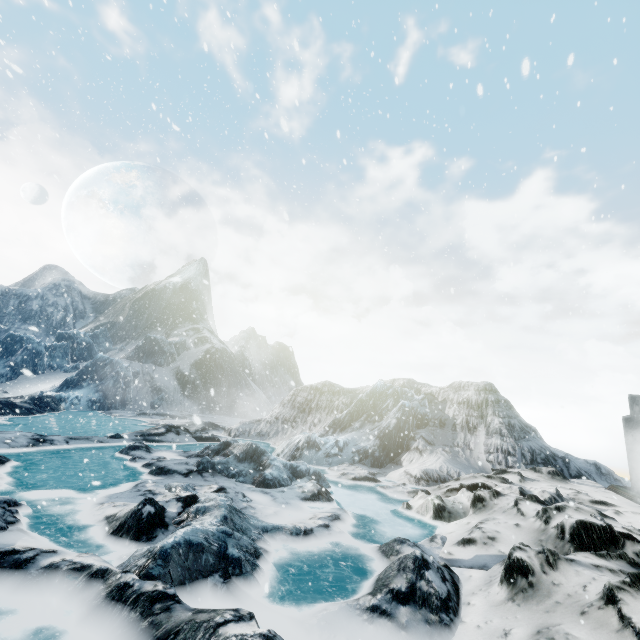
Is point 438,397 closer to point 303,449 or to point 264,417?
point 303,449
